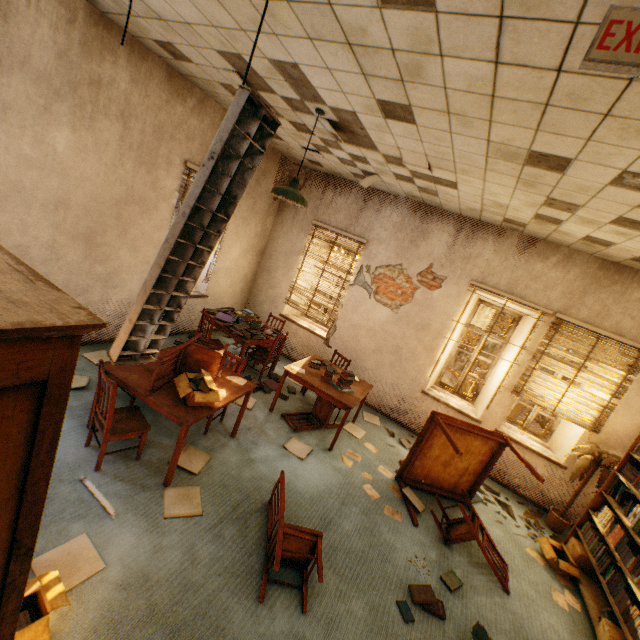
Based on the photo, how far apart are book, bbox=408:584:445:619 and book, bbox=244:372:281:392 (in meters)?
3.30

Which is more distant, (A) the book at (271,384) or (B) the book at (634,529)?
(A) the book at (271,384)

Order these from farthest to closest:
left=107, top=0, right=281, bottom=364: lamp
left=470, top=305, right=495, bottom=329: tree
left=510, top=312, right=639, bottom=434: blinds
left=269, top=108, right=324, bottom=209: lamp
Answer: left=470, top=305, right=495, bottom=329: tree < left=510, top=312, right=639, bottom=434: blinds < left=269, top=108, right=324, bottom=209: lamp < left=107, top=0, right=281, bottom=364: lamp

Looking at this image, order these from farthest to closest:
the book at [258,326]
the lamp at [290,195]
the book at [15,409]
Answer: the book at [258,326] < the lamp at [290,195] < the book at [15,409]

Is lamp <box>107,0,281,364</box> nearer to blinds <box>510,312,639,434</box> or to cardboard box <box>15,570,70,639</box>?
cardboard box <box>15,570,70,639</box>

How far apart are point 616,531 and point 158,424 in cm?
554

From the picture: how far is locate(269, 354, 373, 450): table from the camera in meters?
4.5

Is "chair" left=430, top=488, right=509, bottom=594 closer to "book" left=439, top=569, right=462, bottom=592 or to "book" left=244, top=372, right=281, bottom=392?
"book" left=439, top=569, right=462, bottom=592
